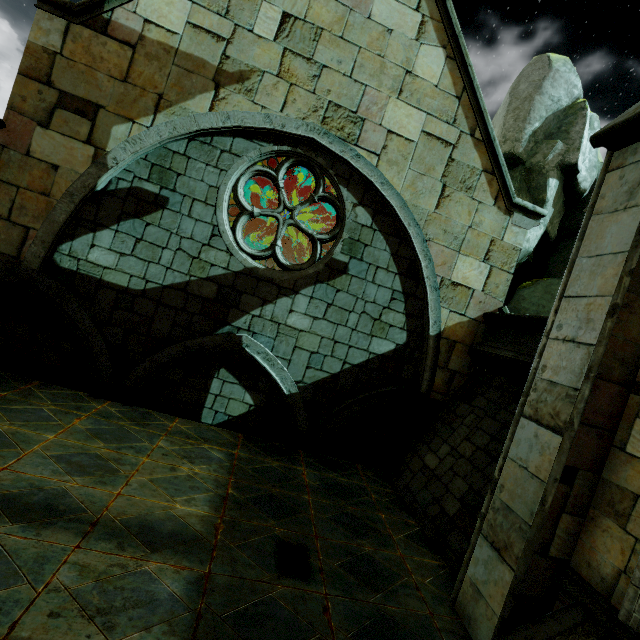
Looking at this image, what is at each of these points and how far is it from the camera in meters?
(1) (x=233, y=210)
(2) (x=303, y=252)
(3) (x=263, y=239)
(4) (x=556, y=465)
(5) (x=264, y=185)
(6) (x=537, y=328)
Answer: (1) building, 12.7
(2) building, 24.8
(3) building, 24.3
(4) building, 3.6
(5) building, 12.8
(6) wall trim, 6.3

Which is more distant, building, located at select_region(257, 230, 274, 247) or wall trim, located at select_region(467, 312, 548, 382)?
building, located at select_region(257, 230, 274, 247)

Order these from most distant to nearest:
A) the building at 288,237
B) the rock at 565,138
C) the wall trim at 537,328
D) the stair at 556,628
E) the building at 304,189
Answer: the building at 288,237
the building at 304,189
the rock at 565,138
the wall trim at 537,328
the stair at 556,628

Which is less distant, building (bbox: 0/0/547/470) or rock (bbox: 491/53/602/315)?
building (bbox: 0/0/547/470)

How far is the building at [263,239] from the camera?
18.7 meters

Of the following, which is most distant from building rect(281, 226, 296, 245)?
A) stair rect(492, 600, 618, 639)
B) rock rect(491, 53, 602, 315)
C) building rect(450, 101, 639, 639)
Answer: stair rect(492, 600, 618, 639)

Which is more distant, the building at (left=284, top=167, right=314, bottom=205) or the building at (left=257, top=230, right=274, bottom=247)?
the building at (left=257, top=230, right=274, bottom=247)

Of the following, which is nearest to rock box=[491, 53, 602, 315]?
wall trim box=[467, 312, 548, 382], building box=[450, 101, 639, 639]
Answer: building box=[450, 101, 639, 639]
